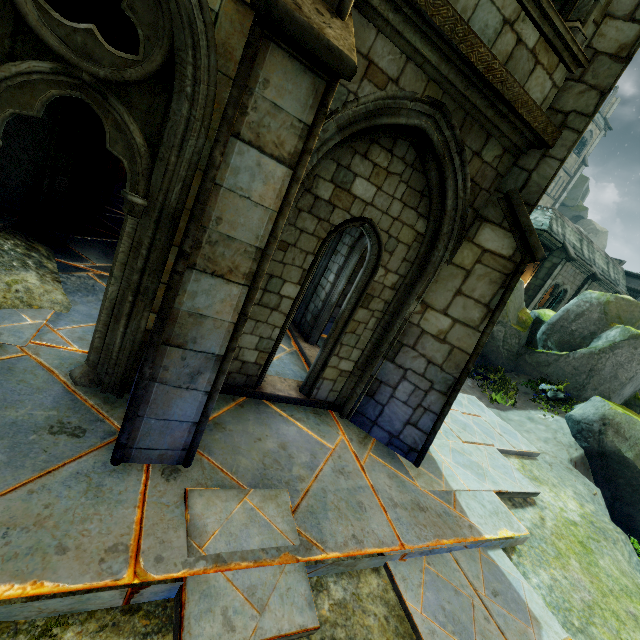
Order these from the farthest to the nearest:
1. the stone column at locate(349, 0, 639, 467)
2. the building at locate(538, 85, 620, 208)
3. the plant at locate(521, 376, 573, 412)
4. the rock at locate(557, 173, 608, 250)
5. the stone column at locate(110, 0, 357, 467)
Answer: the rock at locate(557, 173, 608, 250)
the building at locate(538, 85, 620, 208)
the plant at locate(521, 376, 573, 412)
the stone column at locate(349, 0, 639, 467)
the stone column at locate(110, 0, 357, 467)

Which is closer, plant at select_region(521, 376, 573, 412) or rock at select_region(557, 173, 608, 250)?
plant at select_region(521, 376, 573, 412)

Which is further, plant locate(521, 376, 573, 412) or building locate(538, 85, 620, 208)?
building locate(538, 85, 620, 208)

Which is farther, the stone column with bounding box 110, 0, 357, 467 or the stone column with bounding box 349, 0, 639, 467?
the stone column with bounding box 349, 0, 639, 467

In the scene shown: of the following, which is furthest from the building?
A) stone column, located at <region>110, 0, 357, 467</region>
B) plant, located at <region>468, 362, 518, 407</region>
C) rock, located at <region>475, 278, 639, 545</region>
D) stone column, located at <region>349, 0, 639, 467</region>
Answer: stone column, located at <region>110, 0, 357, 467</region>

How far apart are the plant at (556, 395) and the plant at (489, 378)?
0.6m

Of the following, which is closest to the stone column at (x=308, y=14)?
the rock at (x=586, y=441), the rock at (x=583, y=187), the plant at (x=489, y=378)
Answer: the rock at (x=586, y=441)

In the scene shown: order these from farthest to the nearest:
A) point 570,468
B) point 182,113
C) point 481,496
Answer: point 570,468 → point 481,496 → point 182,113
